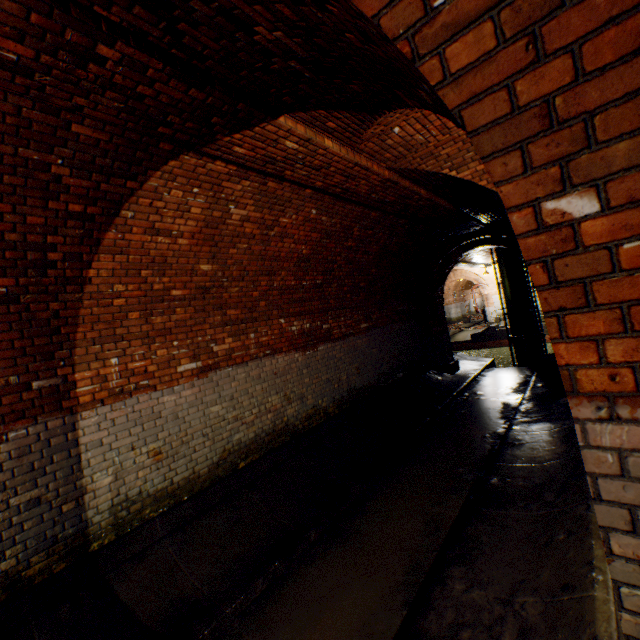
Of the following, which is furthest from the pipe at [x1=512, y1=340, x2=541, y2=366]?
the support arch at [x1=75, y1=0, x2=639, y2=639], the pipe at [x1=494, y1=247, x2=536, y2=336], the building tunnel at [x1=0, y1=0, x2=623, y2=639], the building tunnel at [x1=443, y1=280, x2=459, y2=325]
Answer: the support arch at [x1=75, y1=0, x2=639, y2=639]

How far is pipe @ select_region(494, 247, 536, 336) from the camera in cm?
1295

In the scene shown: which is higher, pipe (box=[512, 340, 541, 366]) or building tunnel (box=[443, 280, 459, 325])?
building tunnel (box=[443, 280, 459, 325])

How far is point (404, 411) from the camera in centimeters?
809cm

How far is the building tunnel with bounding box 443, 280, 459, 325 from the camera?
30.1m

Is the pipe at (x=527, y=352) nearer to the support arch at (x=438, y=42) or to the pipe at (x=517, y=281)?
the pipe at (x=517, y=281)

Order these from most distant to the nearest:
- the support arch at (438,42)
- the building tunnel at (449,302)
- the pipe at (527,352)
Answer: the building tunnel at (449,302), the pipe at (527,352), the support arch at (438,42)

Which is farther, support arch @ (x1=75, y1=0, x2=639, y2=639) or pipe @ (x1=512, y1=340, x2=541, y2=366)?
pipe @ (x1=512, y1=340, x2=541, y2=366)
